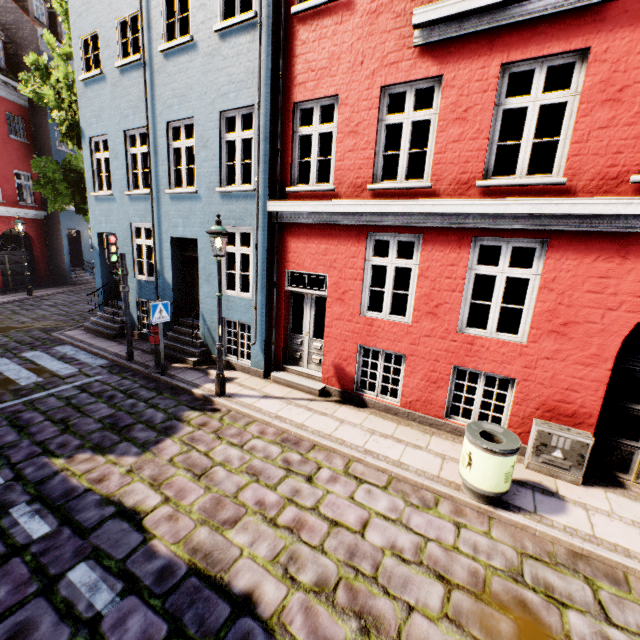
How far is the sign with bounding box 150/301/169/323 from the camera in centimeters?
763cm

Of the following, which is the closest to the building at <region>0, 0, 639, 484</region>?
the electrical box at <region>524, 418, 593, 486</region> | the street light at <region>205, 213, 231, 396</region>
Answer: the electrical box at <region>524, 418, 593, 486</region>

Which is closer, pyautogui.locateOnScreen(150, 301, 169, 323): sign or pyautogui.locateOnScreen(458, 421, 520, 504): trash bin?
pyautogui.locateOnScreen(458, 421, 520, 504): trash bin

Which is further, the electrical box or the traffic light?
the traffic light

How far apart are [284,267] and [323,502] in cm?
514

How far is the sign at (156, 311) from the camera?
7.63m

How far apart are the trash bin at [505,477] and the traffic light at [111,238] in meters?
8.7

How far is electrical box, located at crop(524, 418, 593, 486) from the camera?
5.1 meters
